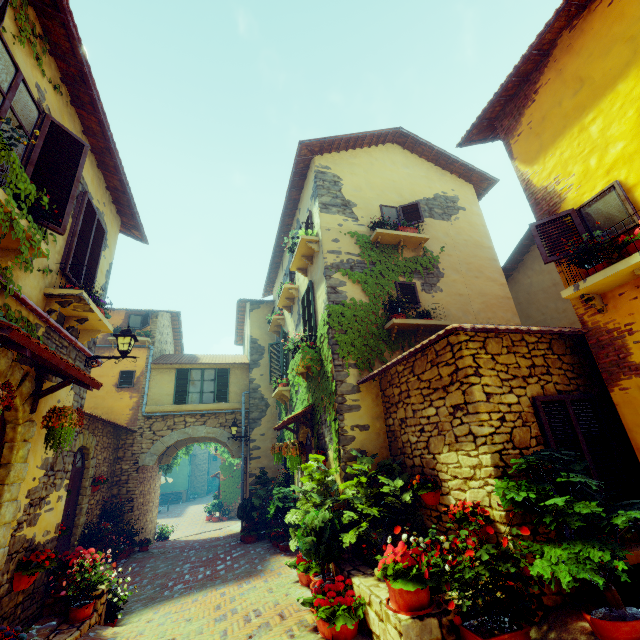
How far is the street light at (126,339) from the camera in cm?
617

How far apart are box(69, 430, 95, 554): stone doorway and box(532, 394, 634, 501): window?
10.0 meters

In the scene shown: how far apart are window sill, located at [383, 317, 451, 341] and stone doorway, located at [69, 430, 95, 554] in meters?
Answer: 8.3

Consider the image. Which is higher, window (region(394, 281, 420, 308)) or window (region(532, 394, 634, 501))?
window (region(394, 281, 420, 308))

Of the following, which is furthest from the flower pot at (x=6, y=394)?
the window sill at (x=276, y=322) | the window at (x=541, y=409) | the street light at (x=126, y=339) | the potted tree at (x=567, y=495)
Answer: the window sill at (x=276, y=322)

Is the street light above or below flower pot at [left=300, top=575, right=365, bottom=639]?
above

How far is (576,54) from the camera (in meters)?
4.79

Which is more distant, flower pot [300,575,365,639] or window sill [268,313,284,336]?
window sill [268,313,284,336]
